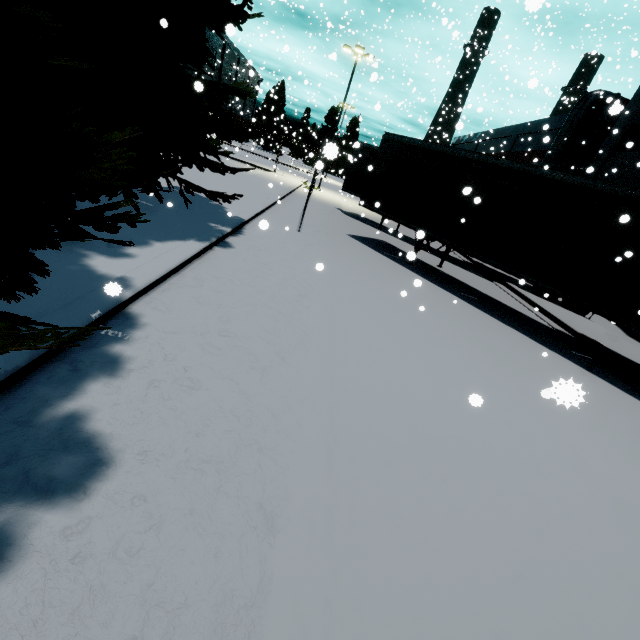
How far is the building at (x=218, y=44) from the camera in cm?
5214

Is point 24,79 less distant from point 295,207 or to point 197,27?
point 197,27

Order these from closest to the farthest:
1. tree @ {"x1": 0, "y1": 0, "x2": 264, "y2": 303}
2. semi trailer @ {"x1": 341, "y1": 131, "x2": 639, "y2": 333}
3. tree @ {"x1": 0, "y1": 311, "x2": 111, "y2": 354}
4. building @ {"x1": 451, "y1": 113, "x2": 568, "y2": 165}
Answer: tree @ {"x1": 0, "y1": 311, "x2": 111, "y2": 354}
tree @ {"x1": 0, "y1": 0, "x2": 264, "y2": 303}
semi trailer @ {"x1": 341, "y1": 131, "x2": 639, "y2": 333}
building @ {"x1": 451, "y1": 113, "x2": 568, "y2": 165}

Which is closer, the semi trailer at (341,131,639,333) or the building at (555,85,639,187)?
the semi trailer at (341,131,639,333)

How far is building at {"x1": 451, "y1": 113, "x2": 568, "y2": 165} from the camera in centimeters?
2545cm

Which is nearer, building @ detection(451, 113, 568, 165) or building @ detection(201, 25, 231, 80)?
building @ detection(451, 113, 568, 165)
